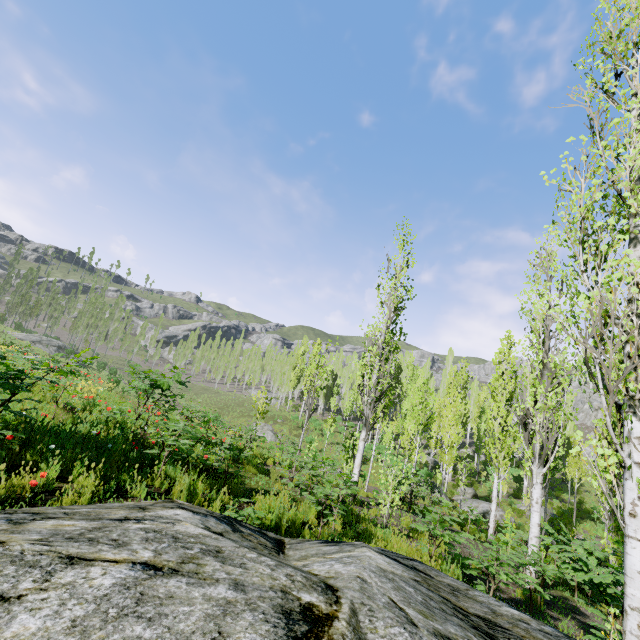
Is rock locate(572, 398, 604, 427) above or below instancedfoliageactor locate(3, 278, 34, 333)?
above

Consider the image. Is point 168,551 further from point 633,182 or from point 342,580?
point 633,182

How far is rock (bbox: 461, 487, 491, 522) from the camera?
22.5 meters

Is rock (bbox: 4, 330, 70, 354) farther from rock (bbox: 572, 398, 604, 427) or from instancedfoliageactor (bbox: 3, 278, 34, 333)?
rock (bbox: 572, 398, 604, 427)

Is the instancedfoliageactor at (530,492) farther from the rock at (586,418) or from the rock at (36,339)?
the rock at (36,339)

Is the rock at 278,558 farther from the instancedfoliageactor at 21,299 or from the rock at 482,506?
the rock at 482,506

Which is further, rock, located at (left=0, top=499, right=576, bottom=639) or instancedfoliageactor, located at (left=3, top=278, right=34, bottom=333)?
instancedfoliageactor, located at (left=3, top=278, right=34, bottom=333)

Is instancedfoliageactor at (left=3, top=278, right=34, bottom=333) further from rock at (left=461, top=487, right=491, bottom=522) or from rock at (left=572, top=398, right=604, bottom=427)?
rock at (left=461, top=487, right=491, bottom=522)
